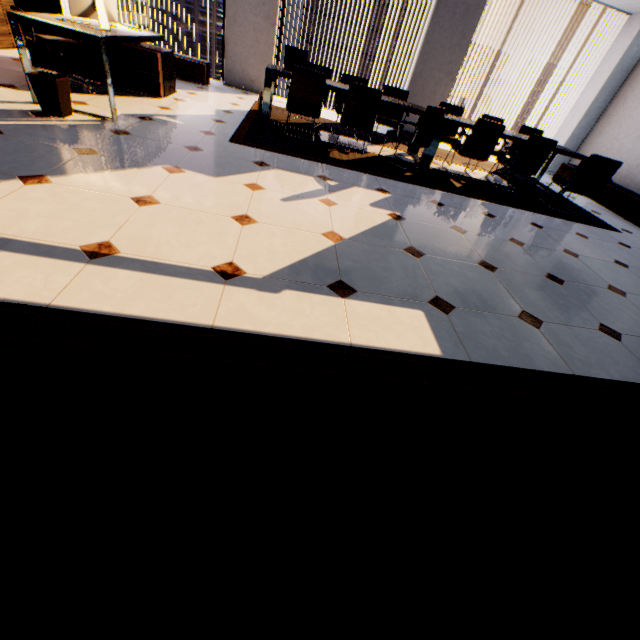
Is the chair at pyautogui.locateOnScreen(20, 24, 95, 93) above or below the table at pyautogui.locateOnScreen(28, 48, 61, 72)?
above

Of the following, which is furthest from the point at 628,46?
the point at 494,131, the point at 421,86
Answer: the point at 494,131

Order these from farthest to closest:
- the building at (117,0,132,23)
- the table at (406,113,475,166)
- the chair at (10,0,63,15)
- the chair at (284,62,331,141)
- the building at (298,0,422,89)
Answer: the building at (117,0,132,23) → the building at (298,0,422,89) → the table at (406,113,475,166) → the chair at (284,62,331,141) → the chair at (10,0,63,15)

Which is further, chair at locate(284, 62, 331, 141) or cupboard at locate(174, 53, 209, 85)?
cupboard at locate(174, 53, 209, 85)

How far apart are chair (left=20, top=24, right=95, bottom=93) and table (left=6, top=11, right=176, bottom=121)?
0.3m

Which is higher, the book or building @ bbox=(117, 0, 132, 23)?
the book

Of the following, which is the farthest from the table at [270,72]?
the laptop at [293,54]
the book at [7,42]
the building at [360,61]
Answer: Answer: the building at [360,61]

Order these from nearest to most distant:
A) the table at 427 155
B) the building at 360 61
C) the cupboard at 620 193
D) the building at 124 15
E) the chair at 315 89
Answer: the chair at 315 89, the table at 427 155, the cupboard at 620 193, the building at 360 61, the building at 124 15
